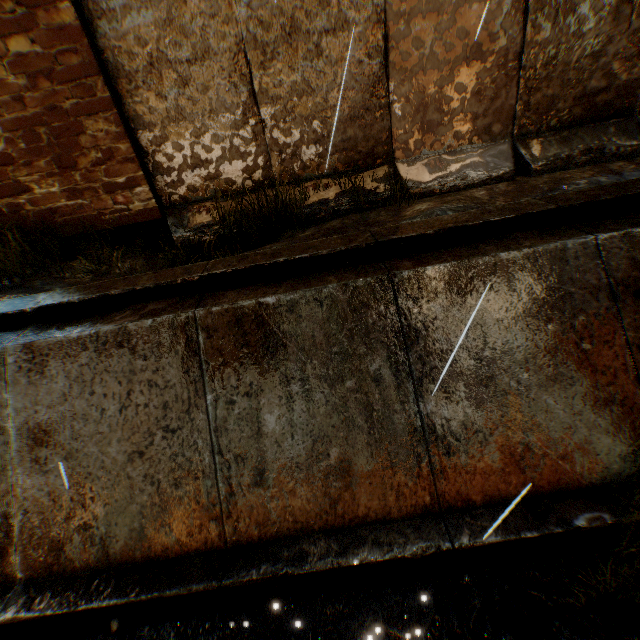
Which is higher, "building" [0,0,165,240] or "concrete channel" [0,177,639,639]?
"building" [0,0,165,240]

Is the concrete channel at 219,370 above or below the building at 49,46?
below

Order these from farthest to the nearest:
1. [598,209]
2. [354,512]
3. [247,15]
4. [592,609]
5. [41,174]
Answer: [41,174], [247,15], [598,209], [354,512], [592,609]

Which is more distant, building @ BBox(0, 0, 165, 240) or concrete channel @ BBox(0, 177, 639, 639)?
building @ BBox(0, 0, 165, 240)

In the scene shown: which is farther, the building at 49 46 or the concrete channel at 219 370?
the building at 49 46
